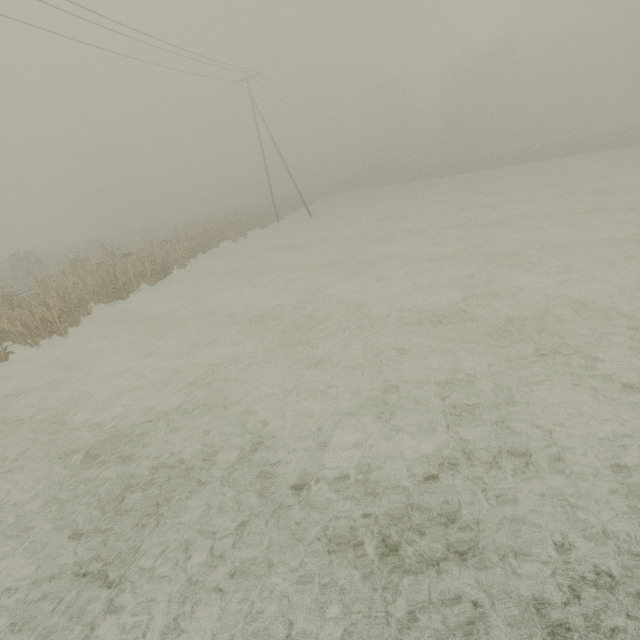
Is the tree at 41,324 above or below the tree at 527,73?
below

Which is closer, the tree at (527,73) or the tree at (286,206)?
the tree at (286,206)

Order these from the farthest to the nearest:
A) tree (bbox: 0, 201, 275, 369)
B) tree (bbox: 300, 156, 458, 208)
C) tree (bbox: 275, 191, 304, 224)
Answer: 1. tree (bbox: 300, 156, 458, 208)
2. tree (bbox: 275, 191, 304, 224)
3. tree (bbox: 0, 201, 275, 369)

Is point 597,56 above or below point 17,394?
above

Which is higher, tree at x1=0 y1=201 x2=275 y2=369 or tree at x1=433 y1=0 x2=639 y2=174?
tree at x1=433 y1=0 x2=639 y2=174

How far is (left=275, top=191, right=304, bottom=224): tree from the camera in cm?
3486
